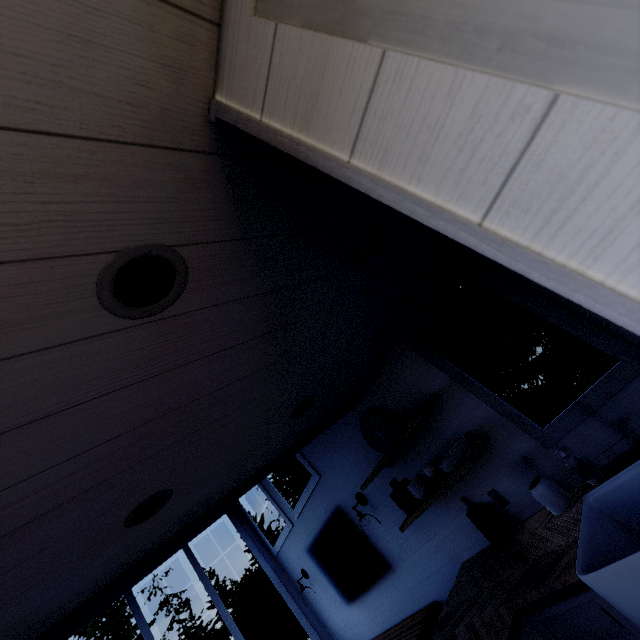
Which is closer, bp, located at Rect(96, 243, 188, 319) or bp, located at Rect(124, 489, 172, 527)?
bp, located at Rect(96, 243, 188, 319)

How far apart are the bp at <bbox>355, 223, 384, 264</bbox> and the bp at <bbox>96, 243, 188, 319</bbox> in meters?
0.8

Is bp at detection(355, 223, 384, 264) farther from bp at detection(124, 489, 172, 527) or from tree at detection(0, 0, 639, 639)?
bp at detection(124, 489, 172, 527)

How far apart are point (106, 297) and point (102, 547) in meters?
1.3 m

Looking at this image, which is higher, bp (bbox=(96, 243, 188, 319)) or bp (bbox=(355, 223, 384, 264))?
bp (bbox=(355, 223, 384, 264))

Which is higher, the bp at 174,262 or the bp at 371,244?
the bp at 371,244

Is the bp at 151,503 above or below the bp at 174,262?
above

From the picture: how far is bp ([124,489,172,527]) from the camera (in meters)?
1.38
